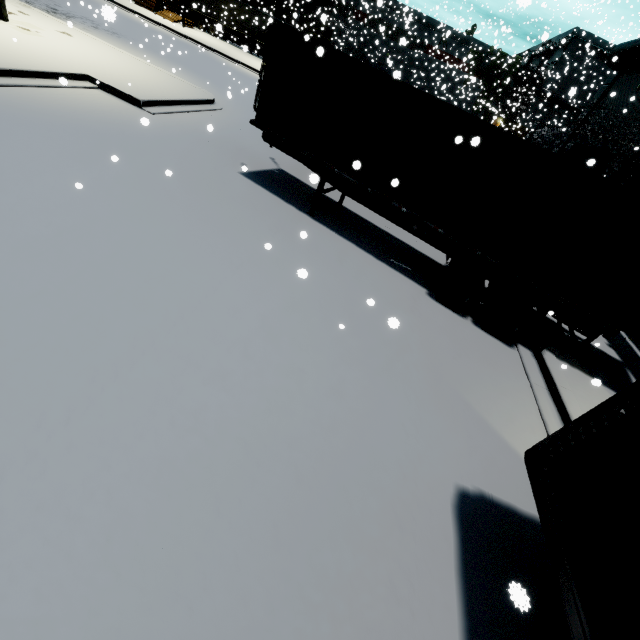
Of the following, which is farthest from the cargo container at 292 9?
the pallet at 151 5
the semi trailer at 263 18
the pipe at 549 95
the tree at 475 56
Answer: the pipe at 549 95

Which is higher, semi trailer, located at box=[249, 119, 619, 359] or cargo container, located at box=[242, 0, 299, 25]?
cargo container, located at box=[242, 0, 299, 25]

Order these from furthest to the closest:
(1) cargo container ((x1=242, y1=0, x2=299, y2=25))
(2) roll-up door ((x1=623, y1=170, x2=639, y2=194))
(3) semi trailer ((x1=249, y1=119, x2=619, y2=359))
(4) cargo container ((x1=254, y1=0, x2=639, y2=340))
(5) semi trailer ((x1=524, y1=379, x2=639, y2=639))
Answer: (1) cargo container ((x1=242, y1=0, x2=299, y2=25)) < (2) roll-up door ((x1=623, y1=170, x2=639, y2=194)) < (3) semi trailer ((x1=249, y1=119, x2=619, y2=359)) < (4) cargo container ((x1=254, y1=0, x2=639, y2=340)) < (5) semi trailer ((x1=524, y1=379, x2=639, y2=639))

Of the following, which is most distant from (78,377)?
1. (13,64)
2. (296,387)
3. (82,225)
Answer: (13,64)

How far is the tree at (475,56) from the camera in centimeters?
3198cm

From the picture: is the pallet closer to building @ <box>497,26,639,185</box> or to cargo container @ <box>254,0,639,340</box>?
building @ <box>497,26,639,185</box>

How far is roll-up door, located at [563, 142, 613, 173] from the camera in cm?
1611
